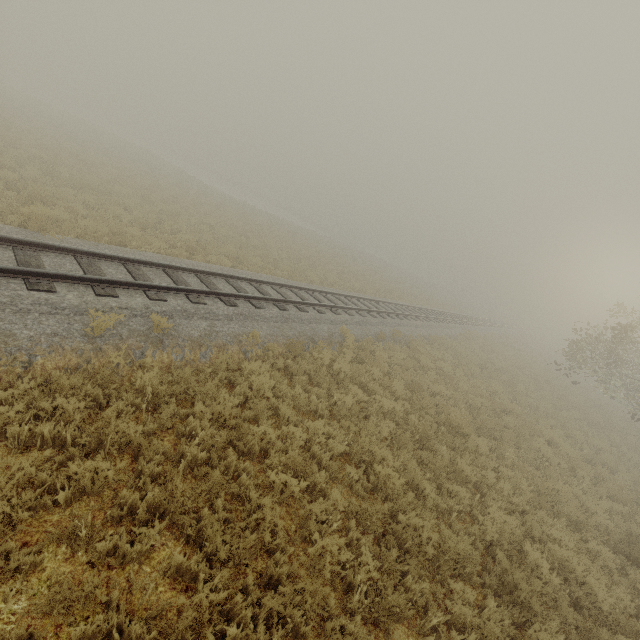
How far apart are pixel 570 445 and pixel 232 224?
21.9 meters
